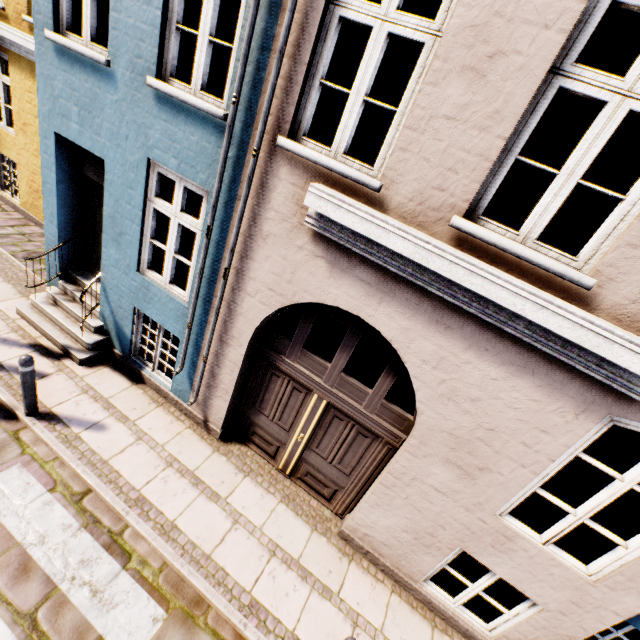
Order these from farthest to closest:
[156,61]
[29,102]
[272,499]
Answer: [29,102], [272,499], [156,61]

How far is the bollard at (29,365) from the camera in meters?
4.3 m

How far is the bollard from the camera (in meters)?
4.26

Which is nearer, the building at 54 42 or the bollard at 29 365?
the building at 54 42

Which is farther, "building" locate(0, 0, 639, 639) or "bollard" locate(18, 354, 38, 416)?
"bollard" locate(18, 354, 38, 416)
